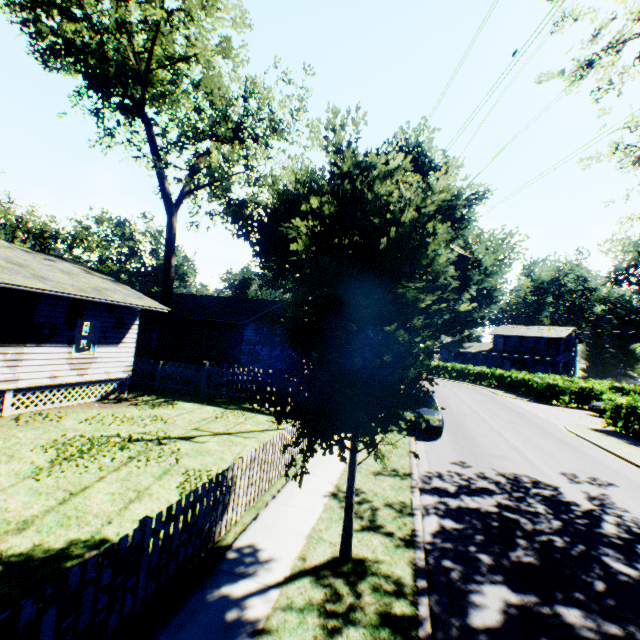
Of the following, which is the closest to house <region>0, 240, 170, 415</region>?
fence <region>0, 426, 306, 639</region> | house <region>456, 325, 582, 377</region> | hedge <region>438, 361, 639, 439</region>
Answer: fence <region>0, 426, 306, 639</region>

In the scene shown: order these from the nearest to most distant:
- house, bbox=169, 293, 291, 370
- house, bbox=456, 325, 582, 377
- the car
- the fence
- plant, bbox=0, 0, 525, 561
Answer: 1. the fence
2. plant, bbox=0, 0, 525, 561
3. the car
4. house, bbox=169, 293, 291, 370
5. house, bbox=456, 325, 582, 377

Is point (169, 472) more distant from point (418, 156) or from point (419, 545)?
point (418, 156)

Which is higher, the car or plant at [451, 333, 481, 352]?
plant at [451, 333, 481, 352]

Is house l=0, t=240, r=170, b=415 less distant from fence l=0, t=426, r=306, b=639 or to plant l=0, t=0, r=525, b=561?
plant l=0, t=0, r=525, b=561

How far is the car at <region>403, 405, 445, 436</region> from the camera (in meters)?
13.84

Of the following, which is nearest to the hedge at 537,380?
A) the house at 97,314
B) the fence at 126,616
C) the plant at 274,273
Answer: the plant at 274,273

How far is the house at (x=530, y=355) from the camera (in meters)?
50.62
